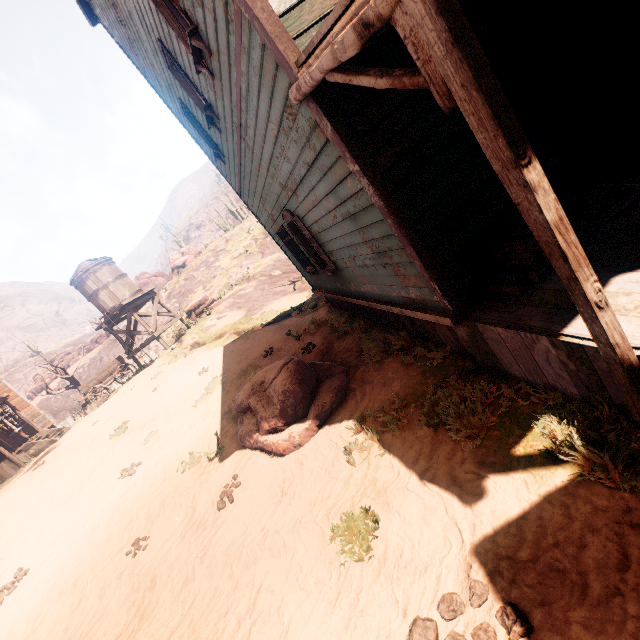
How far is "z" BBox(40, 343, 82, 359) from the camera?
Result: 56.7 meters

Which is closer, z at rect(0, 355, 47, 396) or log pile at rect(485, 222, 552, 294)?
log pile at rect(485, 222, 552, 294)

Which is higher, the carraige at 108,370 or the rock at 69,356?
the rock at 69,356

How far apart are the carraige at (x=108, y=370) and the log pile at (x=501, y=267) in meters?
21.3

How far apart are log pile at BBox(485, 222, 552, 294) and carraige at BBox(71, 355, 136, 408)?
21.3m

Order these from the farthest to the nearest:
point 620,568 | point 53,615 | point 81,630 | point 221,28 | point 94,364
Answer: point 94,364 < point 53,615 < point 81,630 < point 221,28 < point 620,568

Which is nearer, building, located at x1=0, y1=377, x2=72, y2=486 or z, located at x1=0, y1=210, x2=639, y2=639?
z, located at x1=0, y1=210, x2=639, y2=639

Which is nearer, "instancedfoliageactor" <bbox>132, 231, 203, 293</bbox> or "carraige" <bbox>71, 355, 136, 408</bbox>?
"carraige" <bbox>71, 355, 136, 408</bbox>
